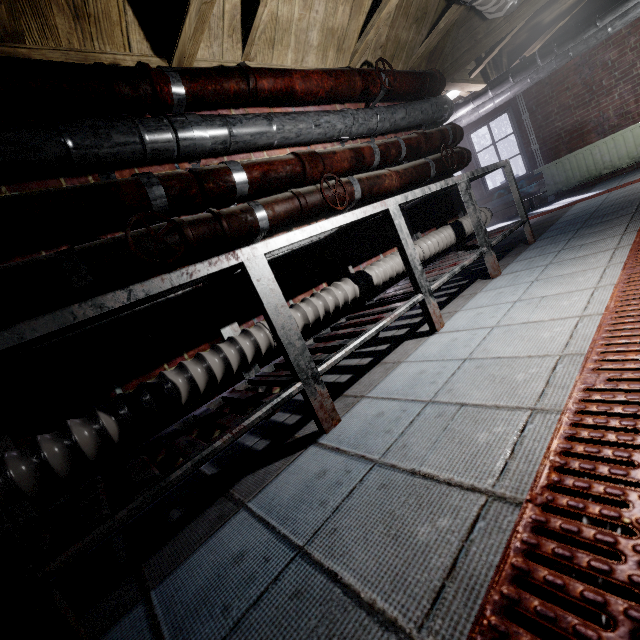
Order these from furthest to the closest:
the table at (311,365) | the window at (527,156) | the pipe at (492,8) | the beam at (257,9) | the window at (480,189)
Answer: the window at (480,189)
the window at (527,156)
the pipe at (492,8)
the beam at (257,9)
the table at (311,365)

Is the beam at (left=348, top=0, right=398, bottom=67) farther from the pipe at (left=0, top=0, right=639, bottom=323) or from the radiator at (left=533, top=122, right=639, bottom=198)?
the radiator at (left=533, top=122, right=639, bottom=198)

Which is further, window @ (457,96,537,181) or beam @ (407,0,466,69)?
window @ (457,96,537,181)

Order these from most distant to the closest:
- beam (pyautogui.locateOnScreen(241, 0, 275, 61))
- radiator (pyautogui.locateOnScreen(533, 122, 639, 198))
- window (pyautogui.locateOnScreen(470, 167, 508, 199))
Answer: window (pyautogui.locateOnScreen(470, 167, 508, 199))
radiator (pyautogui.locateOnScreen(533, 122, 639, 198))
beam (pyautogui.locateOnScreen(241, 0, 275, 61))

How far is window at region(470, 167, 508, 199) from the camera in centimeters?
644cm

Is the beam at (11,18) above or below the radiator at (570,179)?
above

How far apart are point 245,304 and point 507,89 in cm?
575
